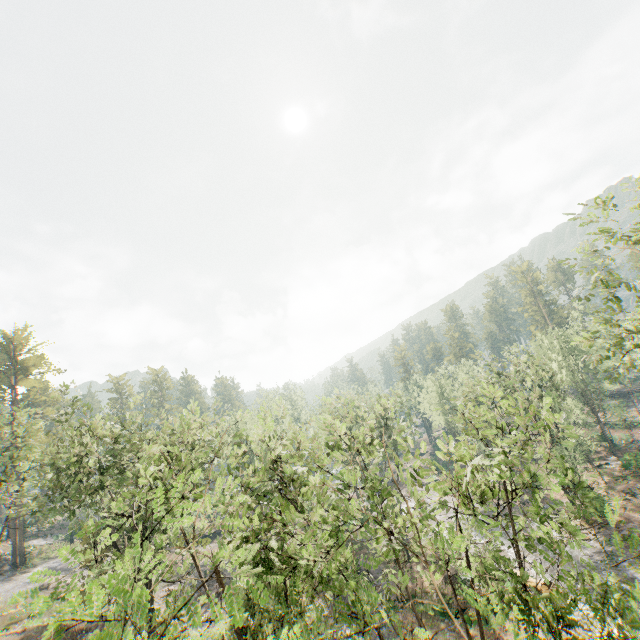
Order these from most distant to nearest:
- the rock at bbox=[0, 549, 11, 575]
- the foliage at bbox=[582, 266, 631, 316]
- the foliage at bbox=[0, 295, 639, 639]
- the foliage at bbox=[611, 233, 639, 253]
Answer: the rock at bbox=[0, 549, 11, 575], the foliage at bbox=[582, 266, 631, 316], the foliage at bbox=[611, 233, 639, 253], the foliage at bbox=[0, 295, 639, 639]

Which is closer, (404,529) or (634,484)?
(404,529)

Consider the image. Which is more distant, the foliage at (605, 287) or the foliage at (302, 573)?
the foliage at (605, 287)

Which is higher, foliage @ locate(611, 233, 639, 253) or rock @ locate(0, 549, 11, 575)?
foliage @ locate(611, 233, 639, 253)

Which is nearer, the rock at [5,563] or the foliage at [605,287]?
the foliage at [605,287]

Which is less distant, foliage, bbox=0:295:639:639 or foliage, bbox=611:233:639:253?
foliage, bbox=0:295:639:639

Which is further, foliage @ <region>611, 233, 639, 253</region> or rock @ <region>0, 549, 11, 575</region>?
rock @ <region>0, 549, 11, 575</region>
